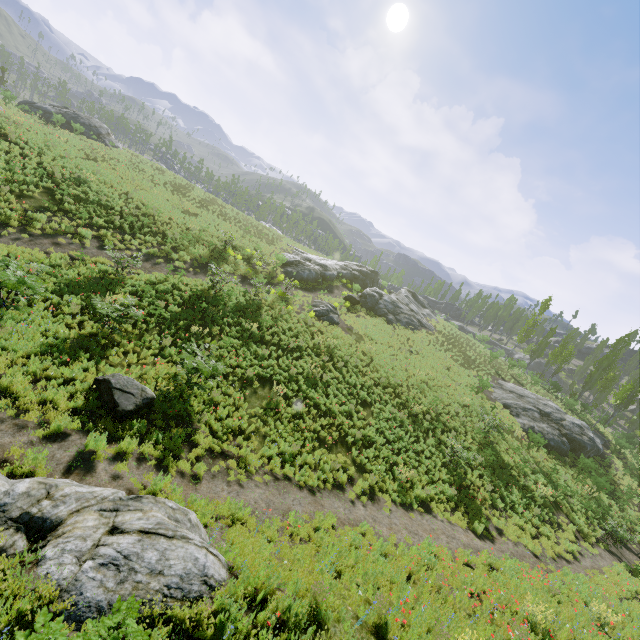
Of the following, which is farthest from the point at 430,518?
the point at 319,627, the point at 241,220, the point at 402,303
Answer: the point at 241,220

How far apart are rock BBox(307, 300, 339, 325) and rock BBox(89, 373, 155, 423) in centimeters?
1542cm

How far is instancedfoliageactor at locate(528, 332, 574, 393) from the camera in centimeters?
3972cm

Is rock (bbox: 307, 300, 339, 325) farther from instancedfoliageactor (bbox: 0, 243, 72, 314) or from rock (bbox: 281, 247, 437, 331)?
rock (bbox: 281, 247, 437, 331)

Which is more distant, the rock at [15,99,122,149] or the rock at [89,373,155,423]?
the rock at [15,99,122,149]

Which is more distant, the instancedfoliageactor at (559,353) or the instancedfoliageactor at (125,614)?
the instancedfoliageactor at (559,353)

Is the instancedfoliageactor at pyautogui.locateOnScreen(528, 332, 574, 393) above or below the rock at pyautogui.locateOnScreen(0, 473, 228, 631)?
above

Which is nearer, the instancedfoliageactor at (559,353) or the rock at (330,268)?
the rock at (330,268)
